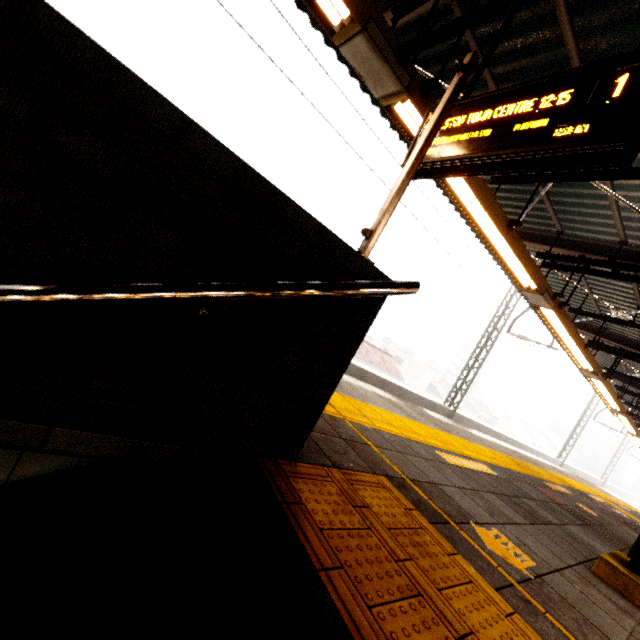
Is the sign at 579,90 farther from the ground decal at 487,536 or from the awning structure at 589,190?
the ground decal at 487,536

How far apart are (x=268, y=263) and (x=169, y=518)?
1.0 meters

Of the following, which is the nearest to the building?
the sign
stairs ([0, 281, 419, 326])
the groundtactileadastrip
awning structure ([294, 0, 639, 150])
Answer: awning structure ([294, 0, 639, 150])

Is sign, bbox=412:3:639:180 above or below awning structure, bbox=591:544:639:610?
above

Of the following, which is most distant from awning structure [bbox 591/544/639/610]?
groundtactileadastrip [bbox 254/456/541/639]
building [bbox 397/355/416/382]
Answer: building [bbox 397/355/416/382]

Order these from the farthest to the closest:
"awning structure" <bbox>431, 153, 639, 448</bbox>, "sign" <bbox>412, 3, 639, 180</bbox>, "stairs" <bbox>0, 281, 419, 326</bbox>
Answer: "awning structure" <bbox>431, 153, 639, 448</bbox> < "sign" <bbox>412, 3, 639, 180</bbox> < "stairs" <bbox>0, 281, 419, 326</bbox>

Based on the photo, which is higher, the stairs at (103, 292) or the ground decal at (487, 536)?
the stairs at (103, 292)

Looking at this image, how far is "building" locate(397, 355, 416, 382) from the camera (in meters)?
58.66
